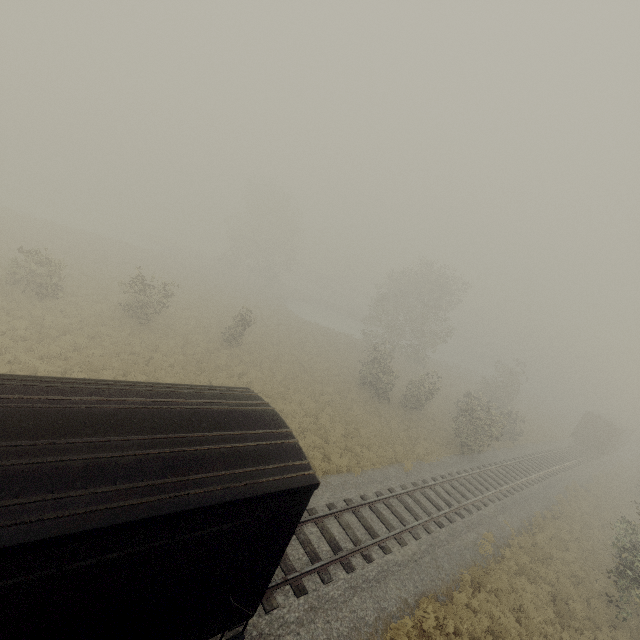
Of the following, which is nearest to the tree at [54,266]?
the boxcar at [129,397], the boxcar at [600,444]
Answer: the boxcar at [129,397]

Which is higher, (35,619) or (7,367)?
(35,619)

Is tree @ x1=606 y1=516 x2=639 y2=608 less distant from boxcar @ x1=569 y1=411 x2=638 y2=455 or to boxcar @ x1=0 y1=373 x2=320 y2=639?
boxcar @ x1=0 y1=373 x2=320 y2=639

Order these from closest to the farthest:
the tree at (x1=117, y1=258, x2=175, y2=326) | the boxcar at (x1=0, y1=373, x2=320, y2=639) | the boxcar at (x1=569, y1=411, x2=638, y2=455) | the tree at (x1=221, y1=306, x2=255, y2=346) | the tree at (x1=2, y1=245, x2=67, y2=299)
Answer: the boxcar at (x1=0, y1=373, x2=320, y2=639), the tree at (x1=2, y1=245, x2=67, y2=299), the tree at (x1=117, y1=258, x2=175, y2=326), the tree at (x1=221, y1=306, x2=255, y2=346), the boxcar at (x1=569, y1=411, x2=638, y2=455)

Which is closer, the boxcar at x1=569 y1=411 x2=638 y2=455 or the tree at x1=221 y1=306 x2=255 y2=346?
the tree at x1=221 y1=306 x2=255 y2=346
